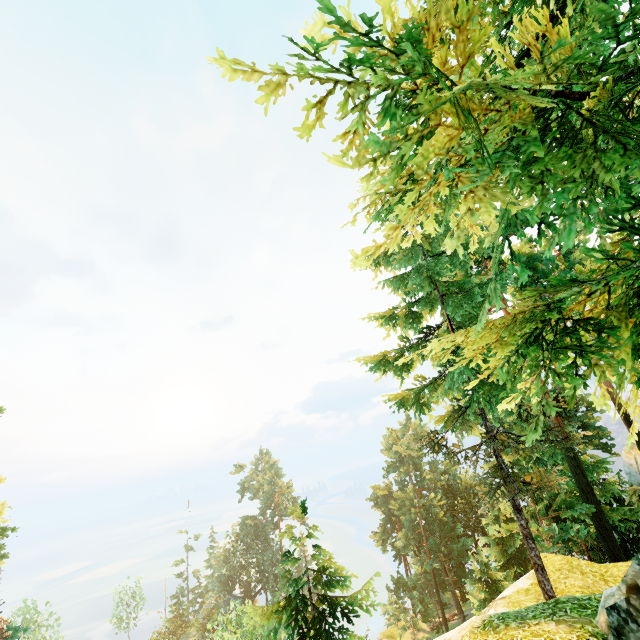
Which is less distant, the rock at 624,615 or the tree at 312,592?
the tree at 312,592

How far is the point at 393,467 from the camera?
46.56m

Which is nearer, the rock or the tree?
the tree
